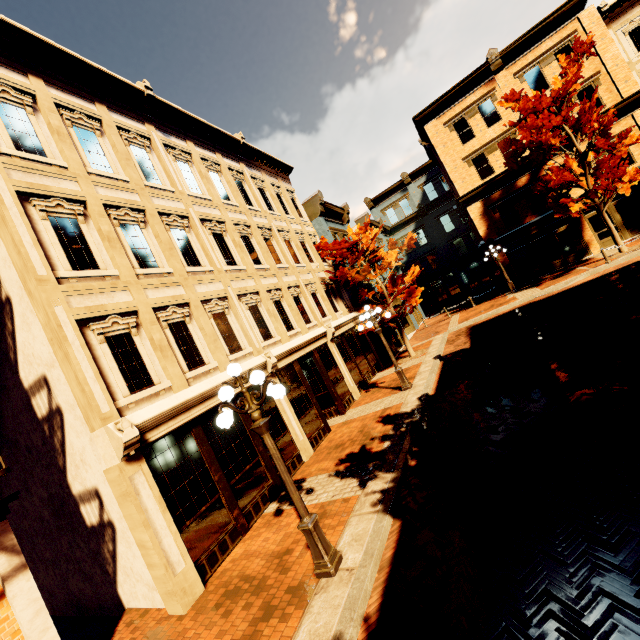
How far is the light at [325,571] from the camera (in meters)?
4.96

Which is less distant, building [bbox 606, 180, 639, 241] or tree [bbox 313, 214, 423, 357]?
tree [bbox 313, 214, 423, 357]

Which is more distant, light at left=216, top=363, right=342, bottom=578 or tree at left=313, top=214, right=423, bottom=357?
tree at left=313, top=214, right=423, bottom=357

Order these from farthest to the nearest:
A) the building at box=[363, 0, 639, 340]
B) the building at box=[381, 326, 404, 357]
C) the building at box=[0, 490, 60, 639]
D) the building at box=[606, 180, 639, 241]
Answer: the building at box=[381, 326, 404, 357] < the building at box=[606, 180, 639, 241] < the building at box=[363, 0, 639, 340] < the building at box=[0, 490, 60, 639]

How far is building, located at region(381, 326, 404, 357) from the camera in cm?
2091

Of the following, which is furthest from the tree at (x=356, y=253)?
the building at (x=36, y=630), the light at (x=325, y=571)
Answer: the building at (x=36, y=630)

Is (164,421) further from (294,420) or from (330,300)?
(330,300)

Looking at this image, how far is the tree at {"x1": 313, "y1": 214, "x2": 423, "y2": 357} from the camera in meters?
16.1
